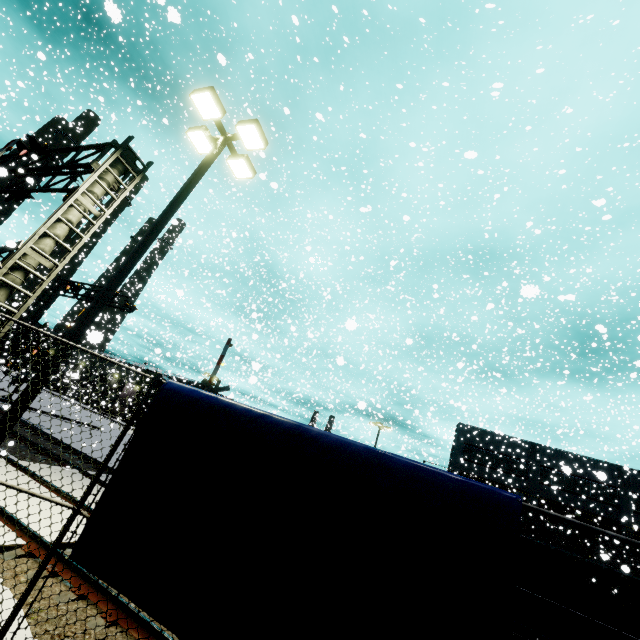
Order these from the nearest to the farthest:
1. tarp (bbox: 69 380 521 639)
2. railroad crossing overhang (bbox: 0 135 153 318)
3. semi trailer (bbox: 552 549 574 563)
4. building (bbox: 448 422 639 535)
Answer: tarp (bbox: 69 380 521 639)
railroad crossing overhang (bbox: 0 135 153 318)
semi trailer (bbox: 552 549 574 563)
building (bbox: 448 422 639 535)

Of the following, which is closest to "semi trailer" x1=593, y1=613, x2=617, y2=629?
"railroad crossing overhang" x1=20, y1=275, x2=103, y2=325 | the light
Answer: the light

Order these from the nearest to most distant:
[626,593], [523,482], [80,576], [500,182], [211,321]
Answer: [80,576] → [626,593] → [500,182] → [523,482] → [211,321]

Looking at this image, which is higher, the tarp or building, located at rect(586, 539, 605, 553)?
building, located at rect(586, 539, 605, 553)

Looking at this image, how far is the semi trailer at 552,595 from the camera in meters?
10.9 m

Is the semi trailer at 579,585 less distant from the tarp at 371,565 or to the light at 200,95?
the tarp at 371,565

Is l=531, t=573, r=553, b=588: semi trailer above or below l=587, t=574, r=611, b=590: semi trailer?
below
